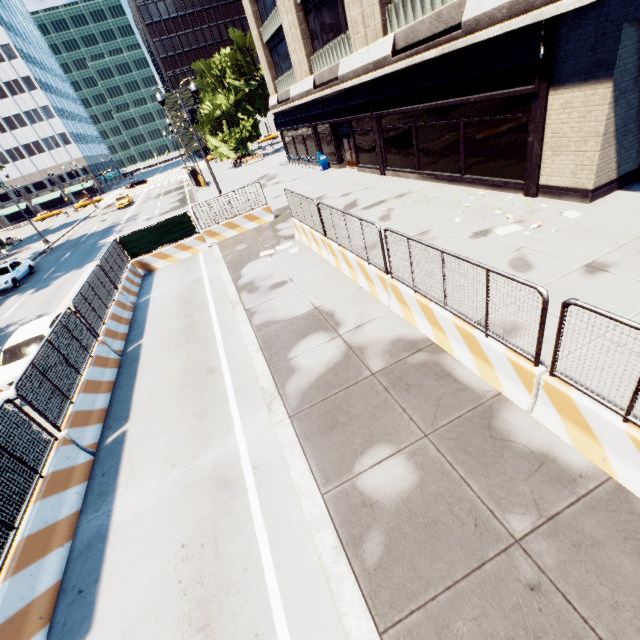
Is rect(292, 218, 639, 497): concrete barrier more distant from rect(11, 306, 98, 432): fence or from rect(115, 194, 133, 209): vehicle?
rect(115, 194, 133, 209): vehicle

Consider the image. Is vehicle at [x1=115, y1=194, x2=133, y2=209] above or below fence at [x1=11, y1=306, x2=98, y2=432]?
below

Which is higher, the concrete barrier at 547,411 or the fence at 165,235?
the fence at 165,235

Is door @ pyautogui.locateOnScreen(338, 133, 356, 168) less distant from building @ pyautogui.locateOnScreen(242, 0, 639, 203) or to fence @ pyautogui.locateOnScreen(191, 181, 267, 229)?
building @ pyautogui.locateOnScreen(242, 0, 639, 203)

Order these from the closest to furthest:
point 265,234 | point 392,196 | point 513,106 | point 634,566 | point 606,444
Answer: point 634,566, point 606,444, point 513,106, point 392,196, point 265,234

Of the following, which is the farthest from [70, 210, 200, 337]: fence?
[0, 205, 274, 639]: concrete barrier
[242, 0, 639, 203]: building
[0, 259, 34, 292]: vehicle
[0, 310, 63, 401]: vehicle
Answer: [0, 259, 34, 292]: vehicle

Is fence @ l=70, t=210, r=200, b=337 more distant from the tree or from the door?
the tree

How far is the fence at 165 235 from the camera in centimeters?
1017cm
